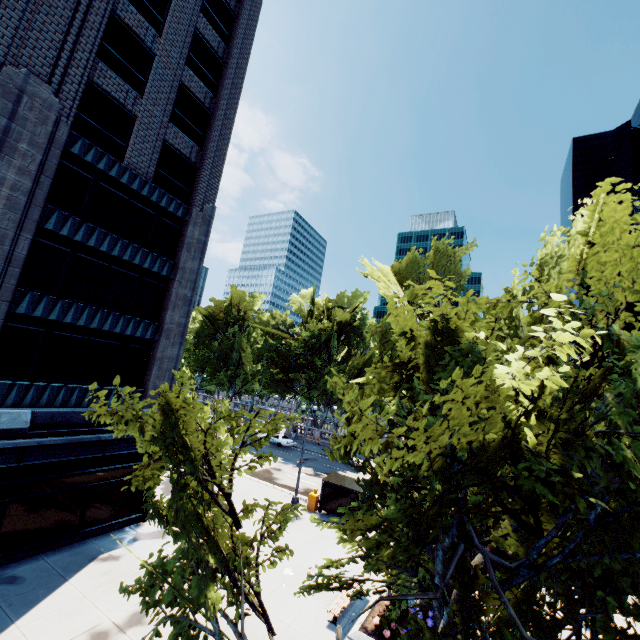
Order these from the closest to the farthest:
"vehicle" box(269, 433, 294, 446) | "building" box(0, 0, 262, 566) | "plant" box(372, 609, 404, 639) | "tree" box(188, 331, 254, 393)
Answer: "plant" box(372, 609, 404, 639), "building" box(0, 0, 262, 566), "vehicle" box(269, 433, 294, 446), "tree" box(188, 331, 254, 393)

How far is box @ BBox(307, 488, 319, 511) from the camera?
23.25m

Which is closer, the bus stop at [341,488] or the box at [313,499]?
the bus stop at [341,488]

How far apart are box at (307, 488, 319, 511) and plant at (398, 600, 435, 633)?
10.6m

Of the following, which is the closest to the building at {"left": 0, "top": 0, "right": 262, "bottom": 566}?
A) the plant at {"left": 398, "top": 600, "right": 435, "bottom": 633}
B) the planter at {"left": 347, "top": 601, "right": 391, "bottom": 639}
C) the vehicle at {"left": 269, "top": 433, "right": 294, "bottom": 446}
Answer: Answer: the planter at {"left": 347, "top": 601, "right": 391, "bottom": 639}

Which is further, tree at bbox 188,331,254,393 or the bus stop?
tree at bbox 188,331,254,393

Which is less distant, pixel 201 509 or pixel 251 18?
pixel 201 509

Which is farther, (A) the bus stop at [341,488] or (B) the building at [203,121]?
(A) the bus stop at [341,488]
